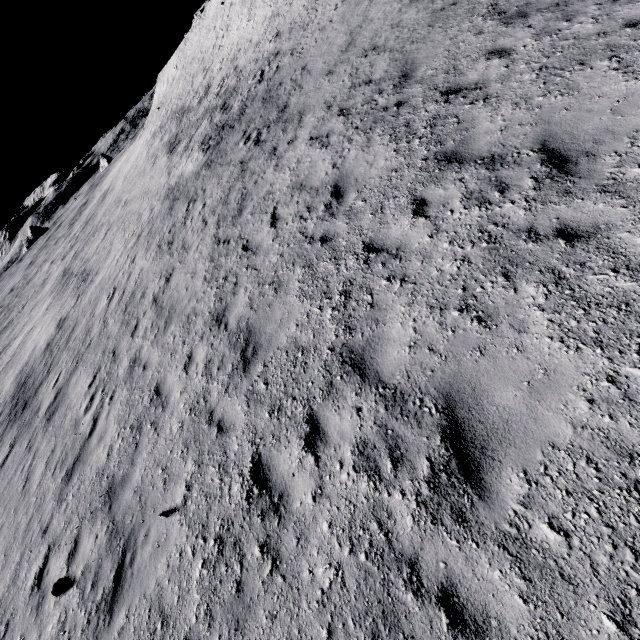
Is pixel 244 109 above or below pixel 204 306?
above
